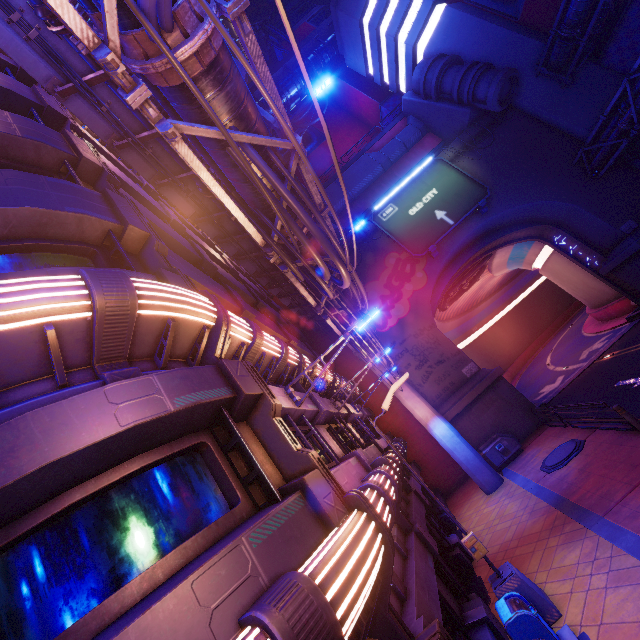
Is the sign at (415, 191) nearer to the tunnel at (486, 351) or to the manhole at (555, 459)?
the tunnel at (486, 351)

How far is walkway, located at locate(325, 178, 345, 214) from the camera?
30.05m

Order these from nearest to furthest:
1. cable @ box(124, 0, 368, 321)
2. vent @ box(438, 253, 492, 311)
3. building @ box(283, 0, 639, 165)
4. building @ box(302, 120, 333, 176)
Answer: cable @ box(124, 0, 368, 321) → building @ box(283, 0, 639, 165) → vent @ box(438, 253, 492, 311) → building @ box(302, 120, 333, 176)

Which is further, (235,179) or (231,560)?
(235,179)

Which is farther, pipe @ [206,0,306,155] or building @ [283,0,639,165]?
building @ [283,0,639,165]

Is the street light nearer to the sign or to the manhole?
the manhole

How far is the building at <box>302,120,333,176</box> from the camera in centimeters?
4316cm

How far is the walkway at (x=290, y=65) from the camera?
41.0m
